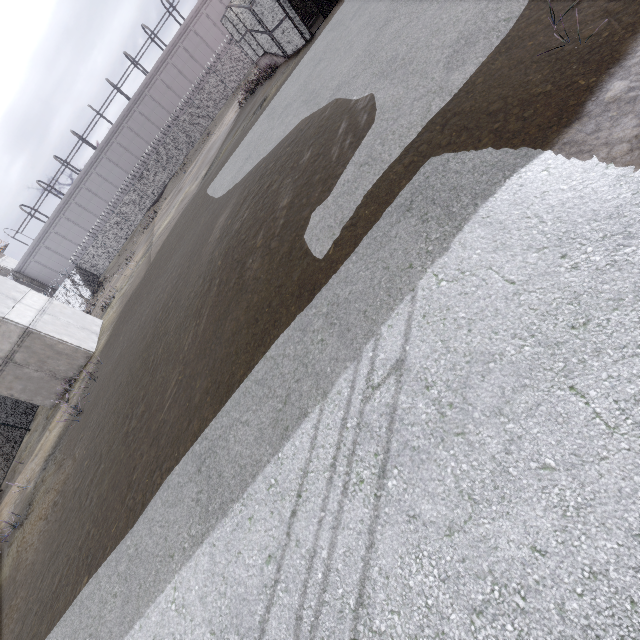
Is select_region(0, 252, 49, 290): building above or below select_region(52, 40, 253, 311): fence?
above

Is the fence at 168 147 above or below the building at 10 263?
below

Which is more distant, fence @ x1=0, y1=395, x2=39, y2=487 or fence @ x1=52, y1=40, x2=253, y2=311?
fence @ x1=52, y1=40, x2=253, y2=311

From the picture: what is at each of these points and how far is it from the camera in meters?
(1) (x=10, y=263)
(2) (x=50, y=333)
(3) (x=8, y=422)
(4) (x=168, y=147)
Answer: (1) building, 44.6
(2) building, 16.4
(3) fence, 17.6
(4) fence, 37.9

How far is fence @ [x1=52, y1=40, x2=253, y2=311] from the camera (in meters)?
36.22

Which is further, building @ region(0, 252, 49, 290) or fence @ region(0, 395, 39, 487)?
building @ region(0, 252, 49, 290)

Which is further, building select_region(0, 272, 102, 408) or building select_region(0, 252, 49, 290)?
building select_region(0, 252, 49, 290)

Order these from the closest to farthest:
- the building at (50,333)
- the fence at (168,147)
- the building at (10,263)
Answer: the building at (50,333) → the fence at (168,147) → the building at (10,263)
